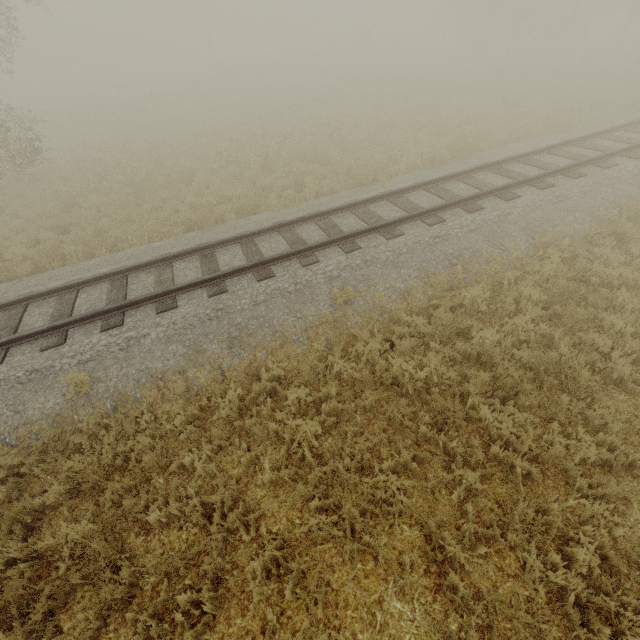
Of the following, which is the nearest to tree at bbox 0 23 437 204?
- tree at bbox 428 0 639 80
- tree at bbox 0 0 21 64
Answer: tree at bbox 0 0 21 64

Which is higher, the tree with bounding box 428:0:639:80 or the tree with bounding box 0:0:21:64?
the tree with bounding box 0:0:21:64

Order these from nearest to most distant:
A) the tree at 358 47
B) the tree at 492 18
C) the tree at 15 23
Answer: the tree at 15 23, the tree at 358 47, the tree at 492 18

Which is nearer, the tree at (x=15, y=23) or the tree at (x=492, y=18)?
the tree at (x=15, y=23)

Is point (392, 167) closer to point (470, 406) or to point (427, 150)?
point (427, 150)

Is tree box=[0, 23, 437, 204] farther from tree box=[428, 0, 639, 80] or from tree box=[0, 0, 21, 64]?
tree box=[428, 0, 639, 80]

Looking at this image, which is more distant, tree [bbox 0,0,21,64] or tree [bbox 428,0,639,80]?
tree [bbox 428,0,639,80]
